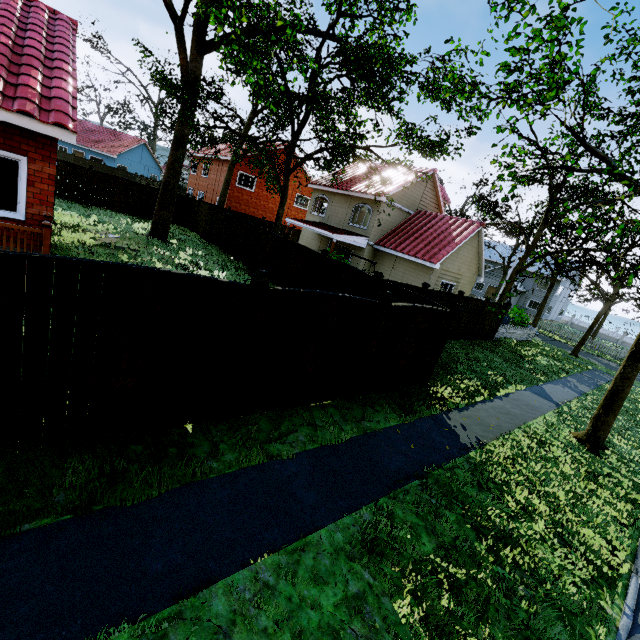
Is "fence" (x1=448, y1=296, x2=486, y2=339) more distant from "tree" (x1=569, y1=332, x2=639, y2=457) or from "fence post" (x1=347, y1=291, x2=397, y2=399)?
"tree" (x1=569, y1=332, x2=639, y2=457)

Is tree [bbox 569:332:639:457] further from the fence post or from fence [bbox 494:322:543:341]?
the fence post

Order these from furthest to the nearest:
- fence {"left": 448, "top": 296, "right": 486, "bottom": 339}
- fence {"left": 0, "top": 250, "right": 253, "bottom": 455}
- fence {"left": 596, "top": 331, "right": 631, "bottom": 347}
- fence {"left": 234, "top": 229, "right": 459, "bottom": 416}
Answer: fence {"left": 596, "top": 331, "right": 631, "bottom": 347}, fence {"left": 448, "top": 296, "right": 486, "bottom": 339}, fence {"left": 234, "top": 229, "right": 459, "bottom": 416}, fence {"left": 0, "top": 250, "right": 253, "bottom": 455}

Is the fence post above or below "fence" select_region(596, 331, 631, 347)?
above

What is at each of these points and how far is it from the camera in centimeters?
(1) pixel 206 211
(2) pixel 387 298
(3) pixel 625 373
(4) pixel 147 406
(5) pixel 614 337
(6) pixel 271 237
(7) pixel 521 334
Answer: (1) fence, 2262cm
(2) fence post, 654cm
(3) tree, 873cm
(4) fence, 446cm
(5) fence, 4850cm
(6) fence, 1603cm
(7) fence, 2277cm

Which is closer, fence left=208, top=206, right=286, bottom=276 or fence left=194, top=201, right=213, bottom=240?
fence left=208, top=206, right=286, bottom=276

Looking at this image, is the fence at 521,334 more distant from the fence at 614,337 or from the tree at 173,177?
the tree at 173,177

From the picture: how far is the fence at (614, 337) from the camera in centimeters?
4744cm
